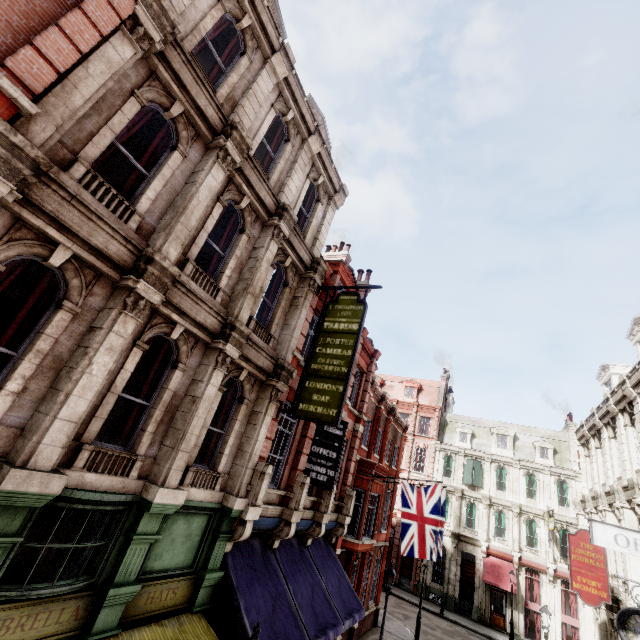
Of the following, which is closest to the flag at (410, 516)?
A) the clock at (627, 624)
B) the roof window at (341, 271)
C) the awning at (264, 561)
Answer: the awning at (264, 561)

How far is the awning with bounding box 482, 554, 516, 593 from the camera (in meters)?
26.70

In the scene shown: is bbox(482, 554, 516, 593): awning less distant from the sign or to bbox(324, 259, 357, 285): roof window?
the sign

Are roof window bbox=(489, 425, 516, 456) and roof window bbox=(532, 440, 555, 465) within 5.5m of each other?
yes

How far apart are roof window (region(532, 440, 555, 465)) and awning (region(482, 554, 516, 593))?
9.35m

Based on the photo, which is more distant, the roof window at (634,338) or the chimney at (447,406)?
the chimney at (447,406)

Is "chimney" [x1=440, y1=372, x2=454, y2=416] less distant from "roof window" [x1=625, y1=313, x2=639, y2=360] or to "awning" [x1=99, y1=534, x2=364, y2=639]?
"roof window" [x1=625, y1=313, x2=639, y2=360]

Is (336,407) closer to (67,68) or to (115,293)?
(115,293)
